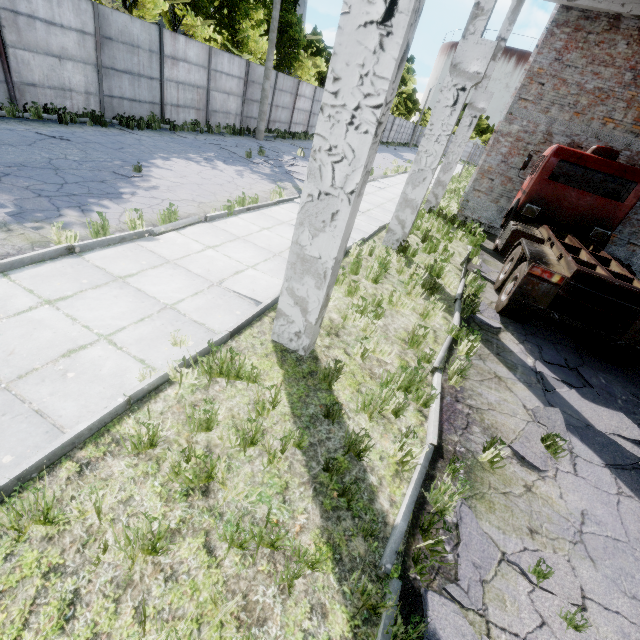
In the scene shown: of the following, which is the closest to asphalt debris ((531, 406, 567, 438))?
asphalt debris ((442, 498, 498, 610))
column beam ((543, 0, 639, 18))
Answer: asphalt debris ((442, 498, 498, 610))

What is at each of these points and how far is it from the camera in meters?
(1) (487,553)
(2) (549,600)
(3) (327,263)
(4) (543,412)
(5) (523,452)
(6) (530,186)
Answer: (1) asphalt debris, 3.0
(2) asphalt debris, 2.8
(3) column beam, 3.8
(4) asphalt debris, 4.8
(5) asphalt debris, 4.0
(6) truck, 10.6

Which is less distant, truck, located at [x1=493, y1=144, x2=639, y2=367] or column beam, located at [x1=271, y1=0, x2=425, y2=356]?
column beam, located at [x1=271, y1=0, x2=425, y2=356]

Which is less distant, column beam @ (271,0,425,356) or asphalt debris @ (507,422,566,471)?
column beam @ (271,0,425,356)

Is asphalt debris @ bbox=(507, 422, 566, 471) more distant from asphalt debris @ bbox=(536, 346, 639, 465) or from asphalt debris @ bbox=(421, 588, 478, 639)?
asphalt debris @ bbox=(421, 588, 478, 639)

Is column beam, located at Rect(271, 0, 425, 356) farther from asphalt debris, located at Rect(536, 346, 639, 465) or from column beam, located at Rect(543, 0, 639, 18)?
column beam, located at Rect(543, 0, 639, 18)

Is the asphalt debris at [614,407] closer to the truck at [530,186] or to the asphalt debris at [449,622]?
the truck at [530,186]

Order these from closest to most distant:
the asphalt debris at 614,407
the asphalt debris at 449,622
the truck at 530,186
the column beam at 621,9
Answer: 1. the asphalt debris at 449,622
2. the asphalt debris at 614,407
3. the truck at 530,186
4. the column beam at 621,9
